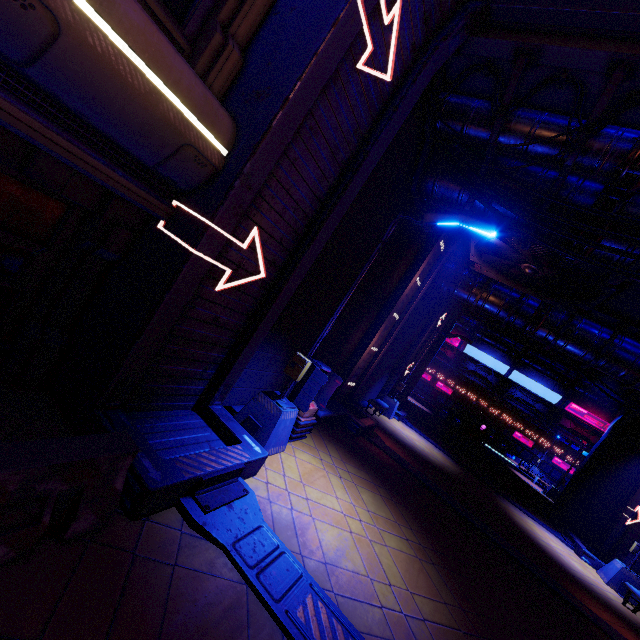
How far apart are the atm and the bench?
0.35m

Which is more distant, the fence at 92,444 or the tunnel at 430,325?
the tunnel at 430,325

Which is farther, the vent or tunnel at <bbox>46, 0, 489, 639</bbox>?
the vent

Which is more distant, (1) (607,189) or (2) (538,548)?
(2) (538,548)

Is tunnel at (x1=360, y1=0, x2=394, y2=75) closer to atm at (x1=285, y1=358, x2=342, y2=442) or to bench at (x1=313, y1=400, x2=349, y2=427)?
atm at (x1=285, y1=358, x2=342, y2=442)

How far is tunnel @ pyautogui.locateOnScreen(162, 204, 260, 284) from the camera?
4.19m

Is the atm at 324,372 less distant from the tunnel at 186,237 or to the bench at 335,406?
the bench at 335,406

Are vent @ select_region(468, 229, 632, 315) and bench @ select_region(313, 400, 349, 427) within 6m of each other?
no
